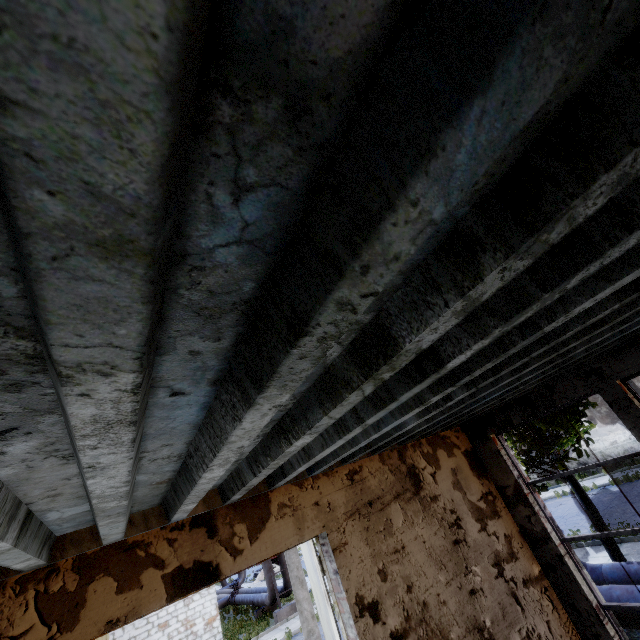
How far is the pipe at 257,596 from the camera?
18.5m

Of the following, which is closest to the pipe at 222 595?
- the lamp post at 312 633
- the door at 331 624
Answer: the lamp post at 312 633

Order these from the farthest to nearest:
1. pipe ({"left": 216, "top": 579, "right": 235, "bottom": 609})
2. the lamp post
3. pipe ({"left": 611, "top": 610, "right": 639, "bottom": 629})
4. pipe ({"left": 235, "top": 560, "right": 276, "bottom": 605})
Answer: pipe ({"left": 216, "top": 579, "right": 235, "bottom": 609}), pipe ({"left": 235, "top": 560, "right": 276, "bottom": 605}), the lamp post, pipe ({"left": 611, "top": 610, "right": 639, "bottom": 629})

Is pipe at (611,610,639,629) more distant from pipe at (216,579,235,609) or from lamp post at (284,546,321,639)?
lamp post at (284,546,321,639)

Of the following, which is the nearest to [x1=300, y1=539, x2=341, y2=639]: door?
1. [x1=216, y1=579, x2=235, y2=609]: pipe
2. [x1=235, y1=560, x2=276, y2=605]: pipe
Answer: [x1=235, y1=560, x2=276, y2=605]: pipe

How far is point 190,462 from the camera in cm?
197

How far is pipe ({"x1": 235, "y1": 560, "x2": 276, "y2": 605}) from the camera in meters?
18.5

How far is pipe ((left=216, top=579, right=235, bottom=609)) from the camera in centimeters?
2523cm
